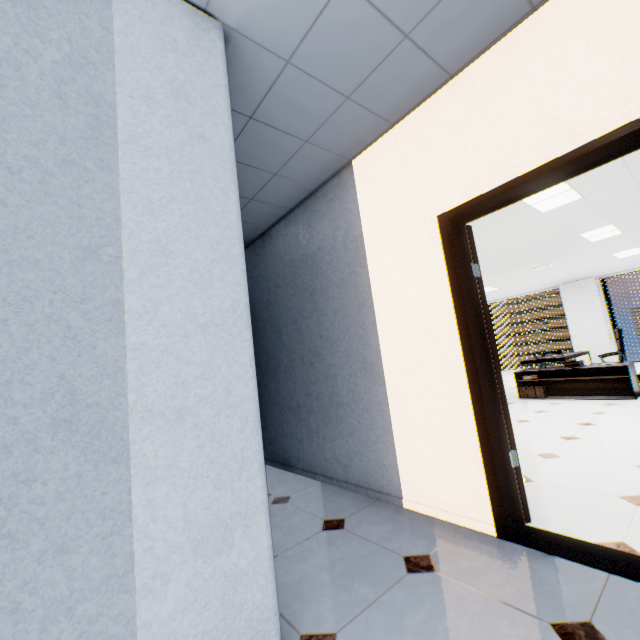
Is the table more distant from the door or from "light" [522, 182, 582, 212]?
the door

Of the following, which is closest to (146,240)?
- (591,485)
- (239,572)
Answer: (239,572)

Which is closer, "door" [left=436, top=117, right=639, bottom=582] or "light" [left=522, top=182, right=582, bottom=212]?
"door" [left=436, top=117, right=639, bottom=582]

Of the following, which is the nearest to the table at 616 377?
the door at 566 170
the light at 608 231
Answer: the light at 608 231

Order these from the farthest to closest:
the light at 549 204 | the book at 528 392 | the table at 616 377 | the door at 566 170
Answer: the book at 528 392 < the table at 616 377 < the light at 549 204 < the door at 566 170

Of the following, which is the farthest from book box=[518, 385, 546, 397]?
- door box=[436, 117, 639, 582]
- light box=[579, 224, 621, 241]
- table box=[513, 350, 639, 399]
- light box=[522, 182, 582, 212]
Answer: door box=[436, 117, 639, 582]

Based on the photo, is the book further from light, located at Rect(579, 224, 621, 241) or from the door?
the door

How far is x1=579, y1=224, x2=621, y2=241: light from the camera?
5.9m
